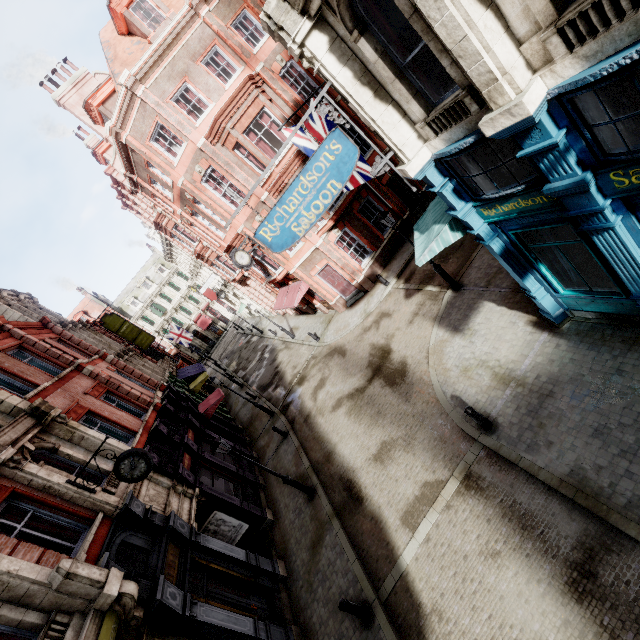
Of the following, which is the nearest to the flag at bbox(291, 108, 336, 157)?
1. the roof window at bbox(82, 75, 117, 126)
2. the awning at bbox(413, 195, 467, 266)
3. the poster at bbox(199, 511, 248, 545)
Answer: the awning at bbox(413, 195, 467, 266)

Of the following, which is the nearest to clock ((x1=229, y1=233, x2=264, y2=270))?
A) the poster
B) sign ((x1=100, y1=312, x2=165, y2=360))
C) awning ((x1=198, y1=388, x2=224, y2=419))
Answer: awning ((x1=198, y1=388, x2=224, y2=419))

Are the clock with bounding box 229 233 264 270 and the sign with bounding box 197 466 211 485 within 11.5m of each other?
yes

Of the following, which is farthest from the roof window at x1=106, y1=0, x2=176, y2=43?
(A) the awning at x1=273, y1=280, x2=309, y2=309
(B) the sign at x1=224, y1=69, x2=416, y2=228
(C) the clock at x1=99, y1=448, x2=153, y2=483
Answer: (C) the clock at x1=99, y1=448, x2=153, y2=483

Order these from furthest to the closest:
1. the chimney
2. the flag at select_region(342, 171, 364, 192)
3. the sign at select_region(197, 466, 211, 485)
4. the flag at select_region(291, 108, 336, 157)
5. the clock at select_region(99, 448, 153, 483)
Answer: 1. the chimney
2. the sign at select_region(197, 466, 211, 485)
3. the flag at select_region(342, 171, 364, 192)
4. the flag at select_region(291, 108, 336, 157)
5. the clock at select_region(99, 448, 153, 483)

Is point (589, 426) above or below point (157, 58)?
below

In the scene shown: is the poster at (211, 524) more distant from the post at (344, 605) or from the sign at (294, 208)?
the sign at (294, 208)

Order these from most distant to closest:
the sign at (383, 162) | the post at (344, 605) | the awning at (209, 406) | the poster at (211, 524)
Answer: the awning at (209, 406)
the poster at (211, 524)
the post at (344, 605)
the sign at (383, 162)
